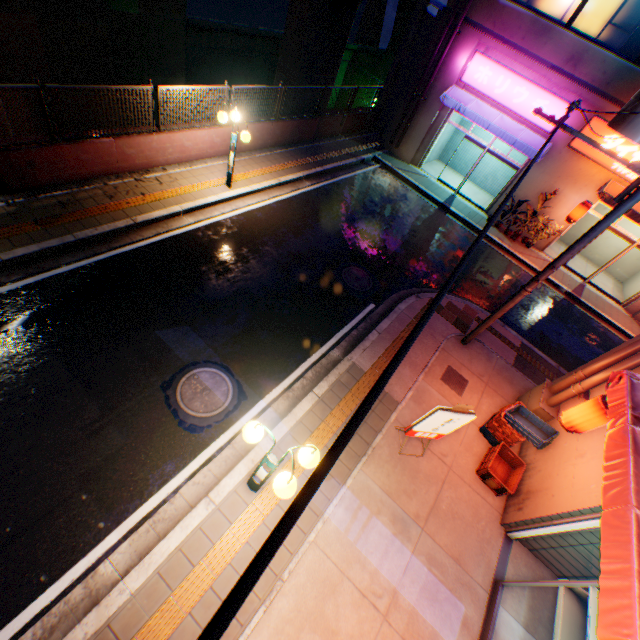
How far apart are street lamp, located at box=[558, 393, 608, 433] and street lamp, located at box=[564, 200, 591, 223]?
11.47m

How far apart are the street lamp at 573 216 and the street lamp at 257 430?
15.7 meters

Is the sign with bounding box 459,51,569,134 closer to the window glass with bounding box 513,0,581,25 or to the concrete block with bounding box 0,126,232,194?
the window glass with bounding box 513,0,581,25

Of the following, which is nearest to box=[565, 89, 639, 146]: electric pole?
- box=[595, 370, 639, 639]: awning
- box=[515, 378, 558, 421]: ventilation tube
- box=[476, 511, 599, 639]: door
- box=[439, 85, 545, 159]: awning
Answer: box=[515, 378, 558, 421]: ventilation tube

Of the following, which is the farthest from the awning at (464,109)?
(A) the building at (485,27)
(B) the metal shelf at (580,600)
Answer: (B) the metal shelf at (580,600)

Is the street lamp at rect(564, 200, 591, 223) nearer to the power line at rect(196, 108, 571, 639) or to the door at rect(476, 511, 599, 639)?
the power line at rect(196, 108, 571, 639)

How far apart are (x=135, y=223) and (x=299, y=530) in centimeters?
799cm

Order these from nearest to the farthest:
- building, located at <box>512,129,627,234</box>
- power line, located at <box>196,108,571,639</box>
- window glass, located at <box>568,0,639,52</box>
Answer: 1. power line, located at <box>196,108,571,639</box>
2. window glass, located at <box>568,0,639,52</box>
3. building, located at <box>512,129,627,234</box>
